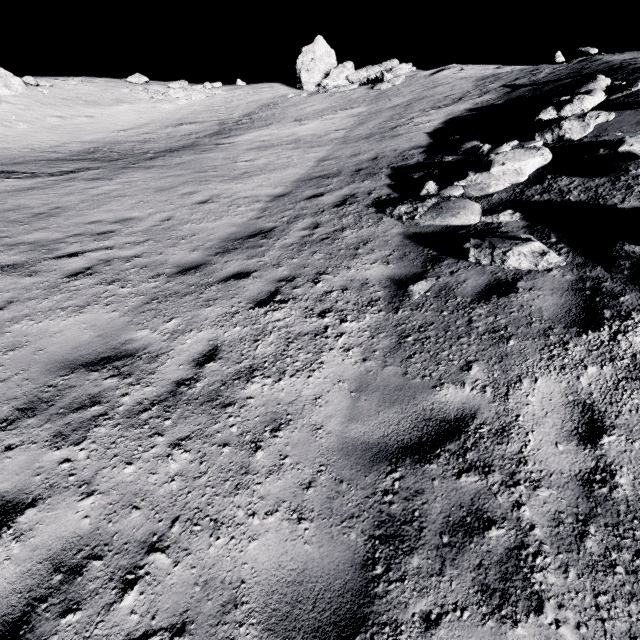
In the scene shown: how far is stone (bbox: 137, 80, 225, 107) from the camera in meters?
24.9

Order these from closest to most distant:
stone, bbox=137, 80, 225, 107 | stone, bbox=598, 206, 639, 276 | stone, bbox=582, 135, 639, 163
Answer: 1. stone, bbox=598, 206, 639, 276
2. stone, bbox=582, 135, 639, 163
3. stone, bbox=137, 80, 225, 107

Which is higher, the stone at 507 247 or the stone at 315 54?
the stone at 315 54

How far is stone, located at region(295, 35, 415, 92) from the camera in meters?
20.8 m

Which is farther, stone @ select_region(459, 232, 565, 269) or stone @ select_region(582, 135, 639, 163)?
stone @ select_region(582, 135, 639, 163)

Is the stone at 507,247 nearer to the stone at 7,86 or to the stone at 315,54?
the stone at 315,54

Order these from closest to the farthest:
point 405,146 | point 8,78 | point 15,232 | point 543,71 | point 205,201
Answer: point 15,232
point 205,201
point 405,146
point 543,71
point 8,78

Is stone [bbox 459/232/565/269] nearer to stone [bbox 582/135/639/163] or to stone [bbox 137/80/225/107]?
stone [bbox 582/135/639/163]
